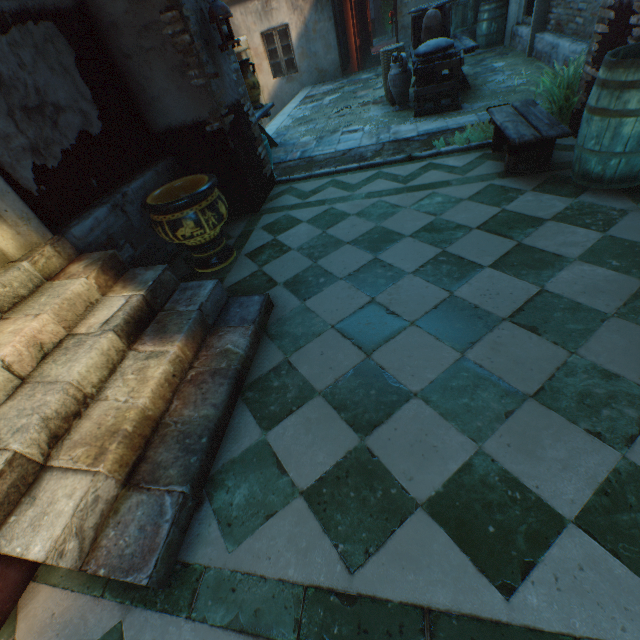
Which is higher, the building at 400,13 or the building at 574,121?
the building at 400,13

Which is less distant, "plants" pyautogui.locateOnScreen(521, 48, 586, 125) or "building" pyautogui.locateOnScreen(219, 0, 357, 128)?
"plants" pyautogui.locateOnScreen(521, 48, 586, 125)

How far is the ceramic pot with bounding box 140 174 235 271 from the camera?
3.0m

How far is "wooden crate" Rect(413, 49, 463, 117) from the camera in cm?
536

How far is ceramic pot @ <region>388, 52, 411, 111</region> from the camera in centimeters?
600cm

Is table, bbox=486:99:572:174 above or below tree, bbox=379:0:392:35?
below

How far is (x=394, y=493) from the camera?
1.6m

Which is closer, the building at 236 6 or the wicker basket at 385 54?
the wicker basket at 385 54
